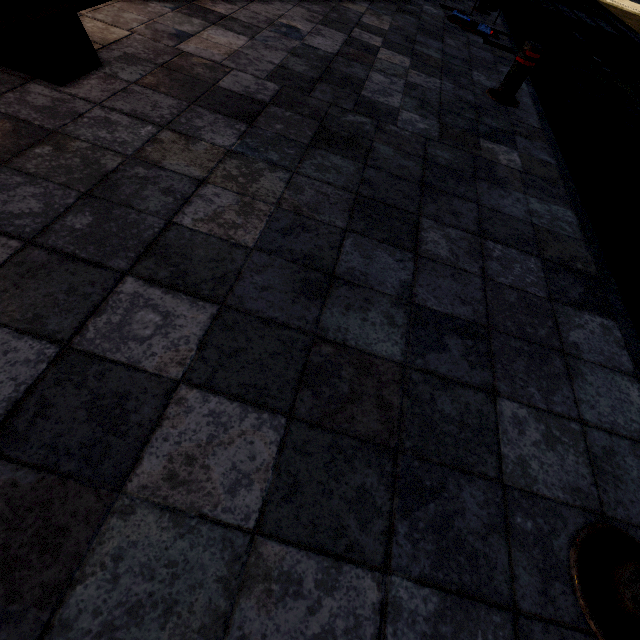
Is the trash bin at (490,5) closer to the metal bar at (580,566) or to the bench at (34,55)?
the bench at (34,55)

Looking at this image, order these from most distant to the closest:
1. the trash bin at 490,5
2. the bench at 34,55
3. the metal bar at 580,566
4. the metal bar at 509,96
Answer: the trash bin at 490,5 < the metal bar at 509,96 < the bench at 34,55 < the metal bar at 580,566

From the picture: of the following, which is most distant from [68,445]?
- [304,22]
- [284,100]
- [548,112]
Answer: [548,112]

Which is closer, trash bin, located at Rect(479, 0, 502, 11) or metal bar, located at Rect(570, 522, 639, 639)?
metal bar, located at Rect(570, 522, 639, 639)

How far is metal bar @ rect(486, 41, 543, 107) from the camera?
3.66m

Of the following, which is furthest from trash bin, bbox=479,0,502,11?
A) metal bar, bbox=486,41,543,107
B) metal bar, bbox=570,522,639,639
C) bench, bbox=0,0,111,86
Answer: metal bar, bbox=570,522,639,639

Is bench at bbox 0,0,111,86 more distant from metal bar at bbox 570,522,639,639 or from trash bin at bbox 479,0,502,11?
trash bin at bbox 479,0,502,11

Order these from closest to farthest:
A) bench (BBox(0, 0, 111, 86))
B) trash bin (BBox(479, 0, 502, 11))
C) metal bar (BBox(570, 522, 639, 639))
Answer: metal bar (BBox(570, 522, 639, 639))
bench (BBox(0, 0, 111, 86))
trash bin (BBox(479, 0, 502, 11))
